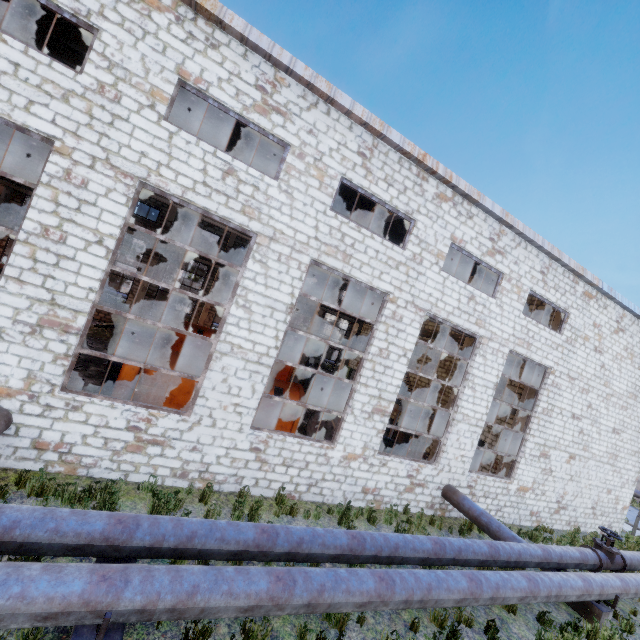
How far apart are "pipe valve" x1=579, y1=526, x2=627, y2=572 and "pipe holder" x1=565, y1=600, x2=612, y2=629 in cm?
113

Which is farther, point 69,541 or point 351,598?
point 351,598

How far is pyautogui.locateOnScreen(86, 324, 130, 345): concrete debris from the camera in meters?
18.3 m

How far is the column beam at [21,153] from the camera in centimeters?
1970cm

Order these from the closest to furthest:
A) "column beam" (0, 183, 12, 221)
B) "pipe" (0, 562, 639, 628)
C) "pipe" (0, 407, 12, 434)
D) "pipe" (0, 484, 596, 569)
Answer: "pipe" (0, 562, 639, 628) → "pipe" (0, 484, 596, 569) → "pipe" (0, 407, 12, 434) → "column beam" (0, 183, 12, 221)

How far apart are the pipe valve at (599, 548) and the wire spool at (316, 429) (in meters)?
8.66

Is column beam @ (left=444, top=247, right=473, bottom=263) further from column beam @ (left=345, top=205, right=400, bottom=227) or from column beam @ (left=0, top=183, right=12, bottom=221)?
column beam @ (left=0, top=183, right=12, bottom=221)

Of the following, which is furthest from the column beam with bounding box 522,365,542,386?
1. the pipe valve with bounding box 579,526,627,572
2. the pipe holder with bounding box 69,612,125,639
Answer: the pipe holder with bounding box 69,612,125,639
